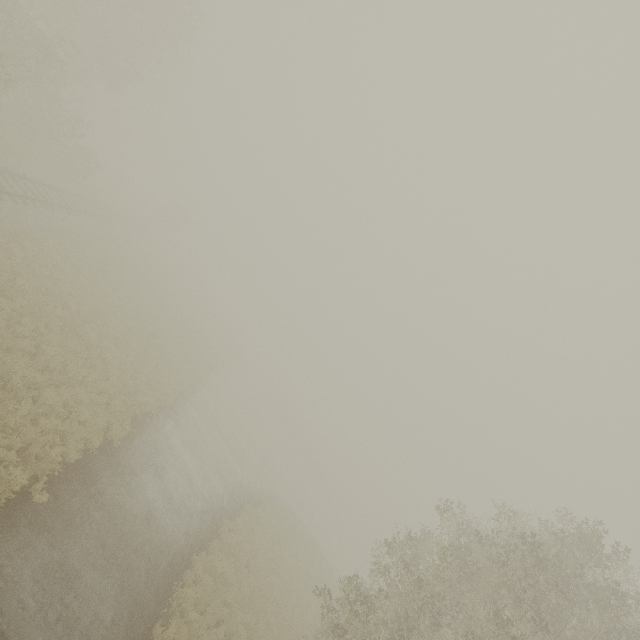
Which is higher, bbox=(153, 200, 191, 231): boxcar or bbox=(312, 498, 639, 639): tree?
bbox=(312, 498, 639, 639): tree

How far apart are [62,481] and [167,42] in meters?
36.1

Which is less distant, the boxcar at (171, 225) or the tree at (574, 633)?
the tree at (574, 633)

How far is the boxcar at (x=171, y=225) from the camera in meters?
50.6 m

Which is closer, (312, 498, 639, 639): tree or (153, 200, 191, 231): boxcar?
(312, 498, 639, 639): tree

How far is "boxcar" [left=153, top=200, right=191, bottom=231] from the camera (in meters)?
50.56
